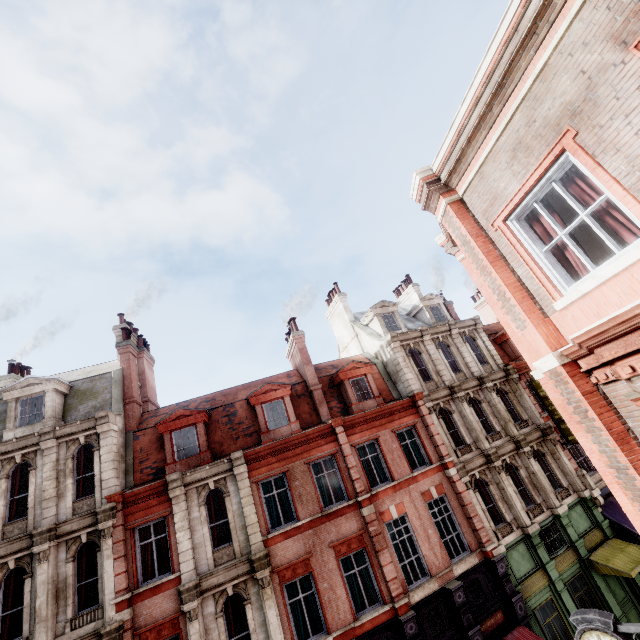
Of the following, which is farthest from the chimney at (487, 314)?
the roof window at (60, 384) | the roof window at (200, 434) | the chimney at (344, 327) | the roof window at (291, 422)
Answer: the roof window at (60, 384)

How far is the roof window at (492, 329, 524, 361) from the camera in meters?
24.2 m

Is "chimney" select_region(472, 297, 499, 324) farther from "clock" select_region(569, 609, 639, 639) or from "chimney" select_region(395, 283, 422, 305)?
"clock" select_region(569, 609, 639, 639)

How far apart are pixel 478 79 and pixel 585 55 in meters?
1.4

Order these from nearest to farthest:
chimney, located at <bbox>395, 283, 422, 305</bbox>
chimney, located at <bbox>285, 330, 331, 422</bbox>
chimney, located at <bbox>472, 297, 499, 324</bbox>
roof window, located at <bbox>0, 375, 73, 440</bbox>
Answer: roof window, located at <bbox>0, 375, 73, 440</bbox>
chimney, located at <bbox>285, 330, 331, 422</bbox>
chimney, located at <bbox>395, 283, 422, 305</bbox>
chimney, located at <bbox>472, 297, 499, 324</bbox>

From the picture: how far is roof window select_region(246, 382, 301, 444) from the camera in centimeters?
1657cm

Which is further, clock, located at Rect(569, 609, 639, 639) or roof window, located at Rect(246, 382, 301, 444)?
roof window, located at Rect(246, 382, 301, 444)

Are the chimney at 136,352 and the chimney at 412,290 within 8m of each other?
no
